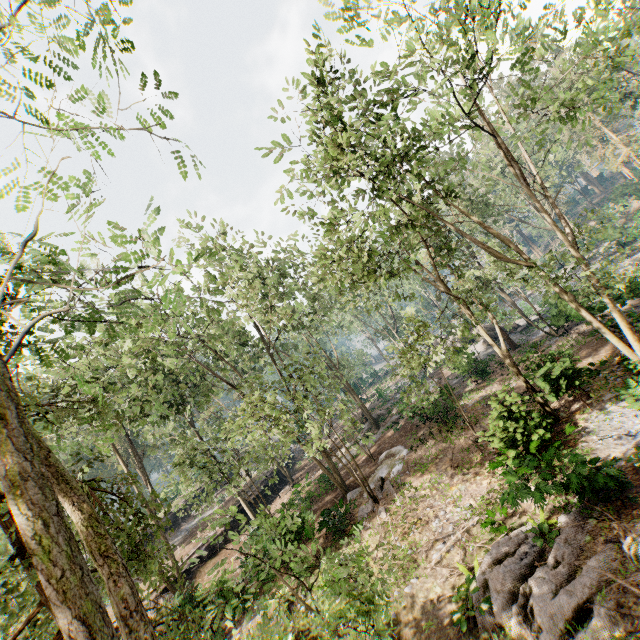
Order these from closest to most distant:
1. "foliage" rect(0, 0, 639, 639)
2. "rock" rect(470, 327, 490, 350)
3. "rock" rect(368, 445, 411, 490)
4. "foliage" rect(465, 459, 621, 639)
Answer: "foliage" rect(0, 0, 639, 639), "foliage" rect(465, 459, 621, 639), "rock" rect(368, 445, 411, 490), "rock" rect(470, 327, 490, 350)

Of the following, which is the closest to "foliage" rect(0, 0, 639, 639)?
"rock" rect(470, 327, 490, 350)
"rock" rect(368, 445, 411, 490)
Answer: "rock" rect(470, 327, 490, 350)

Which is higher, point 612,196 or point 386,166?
point 386,166

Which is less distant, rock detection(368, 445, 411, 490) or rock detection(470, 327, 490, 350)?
rock detection(368, 445, 411, 490)

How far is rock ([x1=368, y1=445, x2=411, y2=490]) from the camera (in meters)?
19.14

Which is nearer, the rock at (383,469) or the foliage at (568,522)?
the foliage at (568,522)

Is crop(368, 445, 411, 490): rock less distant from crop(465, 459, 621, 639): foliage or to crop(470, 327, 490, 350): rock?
crop(465, 459, 621, 639): foliage
